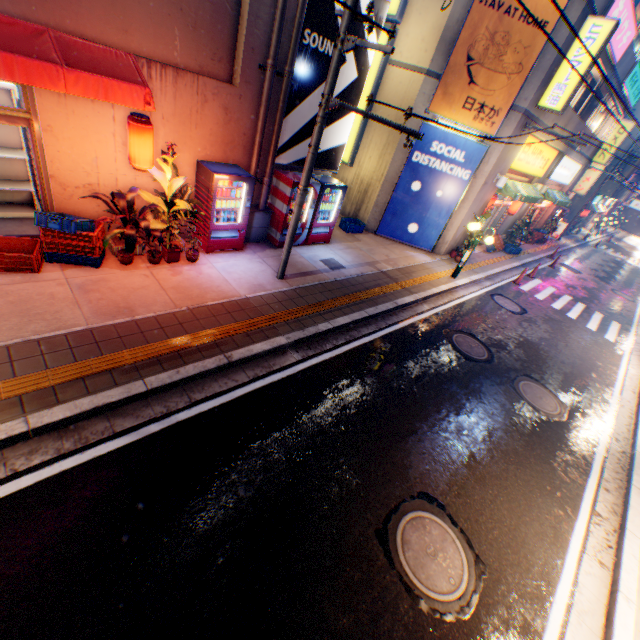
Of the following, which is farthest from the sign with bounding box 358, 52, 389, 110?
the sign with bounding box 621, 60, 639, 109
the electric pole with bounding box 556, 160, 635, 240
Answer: the electric pole with bounding box 556, 160, 635, 240

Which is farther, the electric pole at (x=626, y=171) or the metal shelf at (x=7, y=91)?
the electric pole at (x=626, y=171)

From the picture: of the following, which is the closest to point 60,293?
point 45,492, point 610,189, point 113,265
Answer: point 113,265

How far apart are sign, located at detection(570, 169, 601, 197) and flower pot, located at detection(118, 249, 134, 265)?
35.8m

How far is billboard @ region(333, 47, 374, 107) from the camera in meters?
8.6

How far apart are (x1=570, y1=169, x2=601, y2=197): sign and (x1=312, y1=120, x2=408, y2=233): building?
25.2 meters

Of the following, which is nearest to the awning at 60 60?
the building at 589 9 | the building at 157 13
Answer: the building at 157 13

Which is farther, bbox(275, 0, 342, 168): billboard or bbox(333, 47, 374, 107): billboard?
bbox(333, 47, 374, 107): billboard
